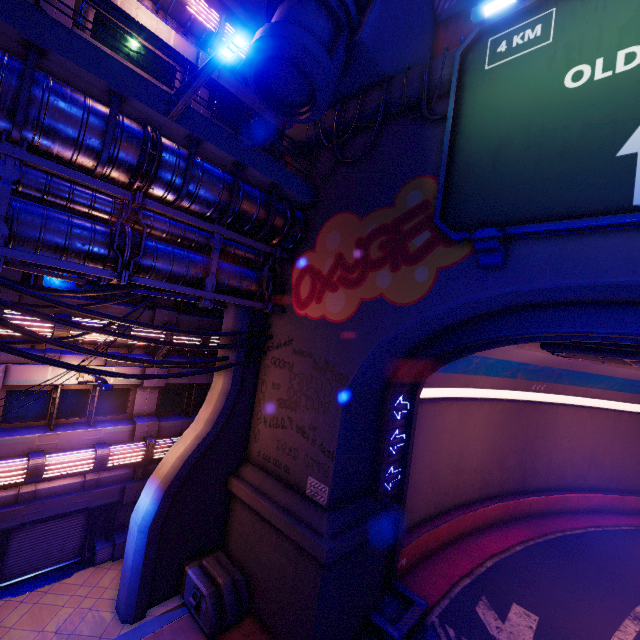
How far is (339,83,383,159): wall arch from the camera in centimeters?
1079cm

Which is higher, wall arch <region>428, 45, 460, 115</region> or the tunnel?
→ wall arch <region>428, 45, 460, 115</region>

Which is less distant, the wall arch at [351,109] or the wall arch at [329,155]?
the wall arch at [351,109]

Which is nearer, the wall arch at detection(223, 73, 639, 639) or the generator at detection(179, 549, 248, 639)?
the wall arch at detection(223, 73, 639, 639)

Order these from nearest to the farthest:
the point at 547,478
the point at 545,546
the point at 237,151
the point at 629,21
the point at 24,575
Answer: the point at 629,21 < the point at 237,151 < the point at 24,575 < the point at 545,546 < the point at 547,478

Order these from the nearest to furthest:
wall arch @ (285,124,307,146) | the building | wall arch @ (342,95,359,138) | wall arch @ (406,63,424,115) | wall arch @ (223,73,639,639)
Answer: wall arch @ (223,73,639,639), the building, wall arch @ (406,63,424,115), wall arch @ (342,95,359,138), wall arch @ (285,124,307,146)

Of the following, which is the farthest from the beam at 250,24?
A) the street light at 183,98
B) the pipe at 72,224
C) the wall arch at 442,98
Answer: the pipe at 72,224

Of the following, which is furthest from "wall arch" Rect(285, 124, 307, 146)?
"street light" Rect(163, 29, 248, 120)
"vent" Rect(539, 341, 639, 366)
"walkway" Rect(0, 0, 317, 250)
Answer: "street light" Rect(163, 29, 248, 120)
